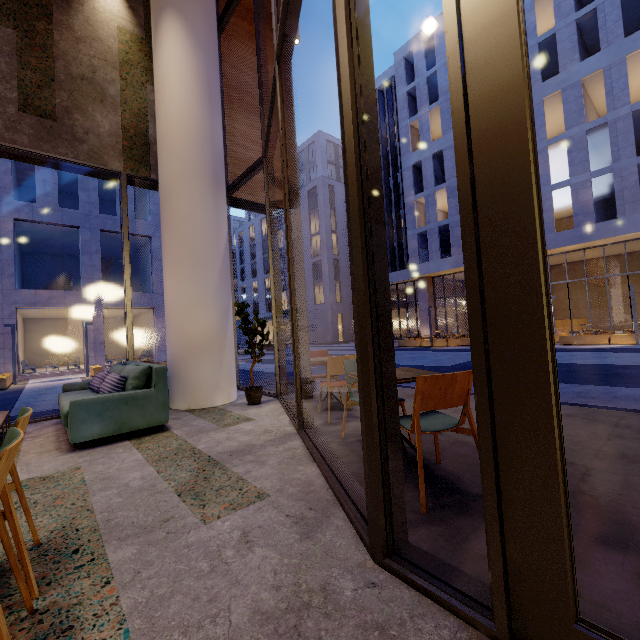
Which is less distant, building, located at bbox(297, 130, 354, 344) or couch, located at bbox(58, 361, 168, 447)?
couch, located at bbox(58, 361, 168, 447)

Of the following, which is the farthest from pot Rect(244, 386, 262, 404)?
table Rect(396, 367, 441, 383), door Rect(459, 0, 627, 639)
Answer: door Rect(459, 0, 627, 639)

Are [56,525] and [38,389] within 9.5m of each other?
no

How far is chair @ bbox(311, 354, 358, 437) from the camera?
3.46m

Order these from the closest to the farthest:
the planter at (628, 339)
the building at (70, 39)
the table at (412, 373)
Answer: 1. the table at (412, 373)
2. the building at (70, 39)
3. the planter at (628, 339)

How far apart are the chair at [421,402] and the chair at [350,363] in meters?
1.5 m

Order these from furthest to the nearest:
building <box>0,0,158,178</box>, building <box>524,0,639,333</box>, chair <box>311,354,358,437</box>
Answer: building <box>524,0,639,333</box>
building <box>0,0,158,178</box>
chair <box>311,354,358,437</box>

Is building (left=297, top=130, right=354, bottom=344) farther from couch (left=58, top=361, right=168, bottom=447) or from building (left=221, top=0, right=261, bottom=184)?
couch (left=58, top=361, right=168, bottom=447)
